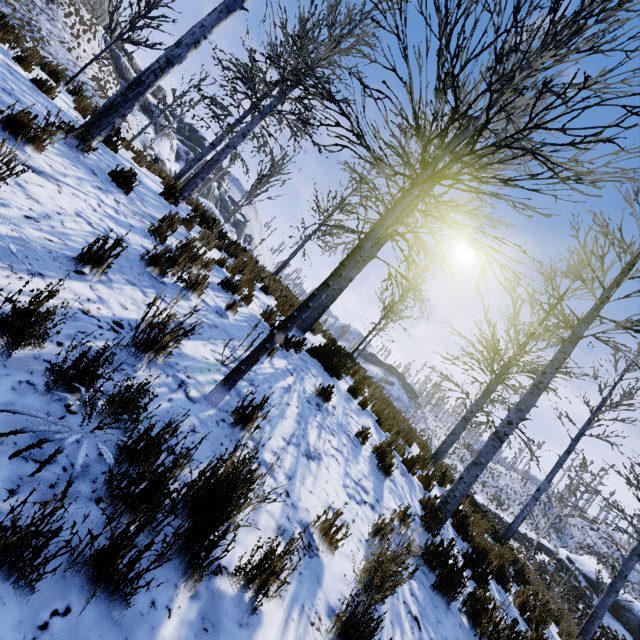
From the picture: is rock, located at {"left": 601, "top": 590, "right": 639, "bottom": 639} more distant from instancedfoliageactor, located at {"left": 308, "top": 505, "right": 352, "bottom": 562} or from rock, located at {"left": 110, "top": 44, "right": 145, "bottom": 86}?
rock, located at {"left": 110, "top": 44, "right": 145, "bottom": 86}

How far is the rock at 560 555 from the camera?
24.5m

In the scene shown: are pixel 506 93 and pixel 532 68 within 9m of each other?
yes

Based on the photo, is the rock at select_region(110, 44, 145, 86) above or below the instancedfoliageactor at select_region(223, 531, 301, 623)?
above

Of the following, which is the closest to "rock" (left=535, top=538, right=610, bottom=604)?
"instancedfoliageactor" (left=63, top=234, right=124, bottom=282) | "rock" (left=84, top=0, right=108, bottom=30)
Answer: "instancedfoliageactor" (left=63, top=234, right=124, bottom=282)

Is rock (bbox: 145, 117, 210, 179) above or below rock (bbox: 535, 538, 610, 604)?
above

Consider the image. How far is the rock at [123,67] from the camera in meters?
37.1 m

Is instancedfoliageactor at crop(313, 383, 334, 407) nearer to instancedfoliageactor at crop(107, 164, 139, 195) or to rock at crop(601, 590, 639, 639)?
instancedfoliageactor at crop(107, 164, 139, 195)
